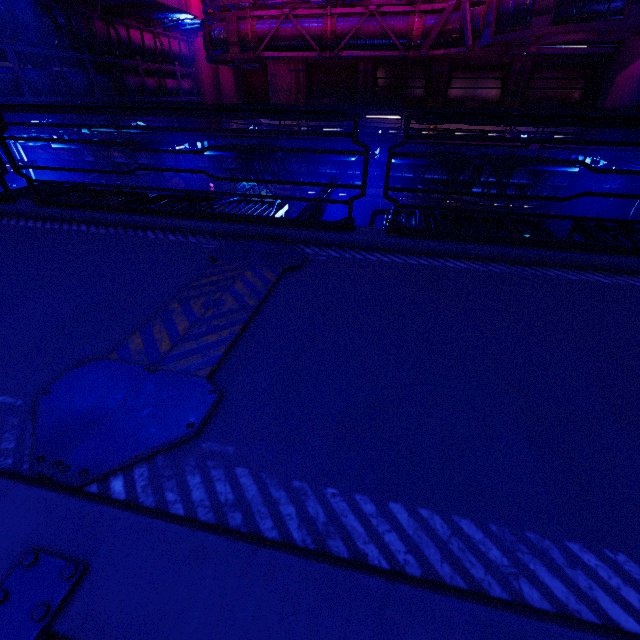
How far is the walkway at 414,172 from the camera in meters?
14.5 m

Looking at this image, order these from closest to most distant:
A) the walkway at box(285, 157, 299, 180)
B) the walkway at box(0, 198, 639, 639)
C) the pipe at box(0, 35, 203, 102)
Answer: the walkway at box(0, 198, 639, 639) < the walkway at box(285, 157, 299, 180) < the pipe at box(0, 35, 203, 102)

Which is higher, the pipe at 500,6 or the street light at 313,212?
the pipe at 500,6

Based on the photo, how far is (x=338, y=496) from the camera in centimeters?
150cm

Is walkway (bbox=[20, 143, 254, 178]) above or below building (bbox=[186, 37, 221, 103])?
below

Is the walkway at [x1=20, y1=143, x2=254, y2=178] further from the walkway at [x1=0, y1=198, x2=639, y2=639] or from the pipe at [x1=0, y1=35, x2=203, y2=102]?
the walkway at [x1=0, y1=198, x2=639, y2=639]

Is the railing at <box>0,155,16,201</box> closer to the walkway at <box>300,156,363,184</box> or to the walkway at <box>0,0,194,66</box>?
the walkway at <box>0,0,194,66</box>

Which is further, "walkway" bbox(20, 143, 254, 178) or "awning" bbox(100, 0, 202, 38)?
"awning" bbox(100, 0, 202, 38)
